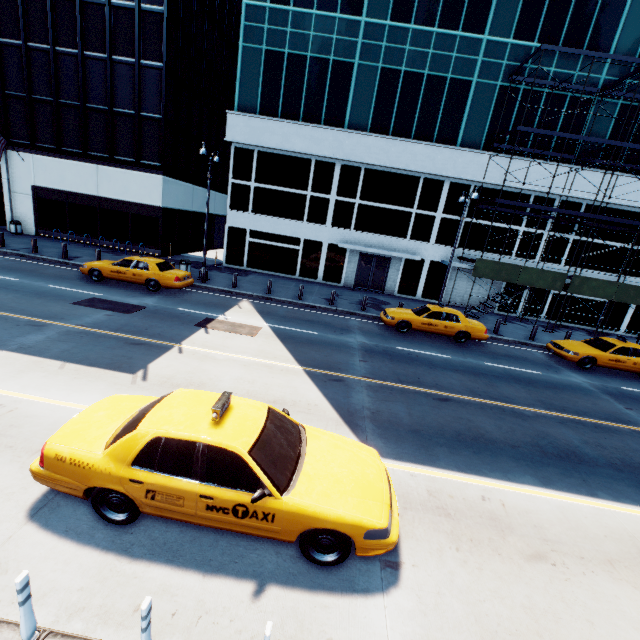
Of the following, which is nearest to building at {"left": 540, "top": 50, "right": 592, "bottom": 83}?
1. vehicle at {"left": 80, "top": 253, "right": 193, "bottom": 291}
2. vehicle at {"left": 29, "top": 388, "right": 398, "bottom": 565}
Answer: vehicle at {"left": 80, "top": 253, "right": 193, "bottom": 291}

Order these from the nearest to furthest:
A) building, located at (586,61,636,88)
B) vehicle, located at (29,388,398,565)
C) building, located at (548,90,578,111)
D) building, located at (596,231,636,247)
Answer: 1. vehicle, located at (29,388,398,565)
2. building, located at (586,61,636,88)
3. building, located at (548,90,578,111)
4. building, located at (596,231,636,247)

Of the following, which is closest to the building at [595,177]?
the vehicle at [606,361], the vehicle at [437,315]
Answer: the vehicle at [437,315]

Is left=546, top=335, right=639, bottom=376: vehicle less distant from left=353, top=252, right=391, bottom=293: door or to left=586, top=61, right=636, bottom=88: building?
left=586, top=61, right=636, bottom=88: building

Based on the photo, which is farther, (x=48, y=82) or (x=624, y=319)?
(x=624, y=319)

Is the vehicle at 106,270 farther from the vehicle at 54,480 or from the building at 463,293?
the vehicle at 54,480

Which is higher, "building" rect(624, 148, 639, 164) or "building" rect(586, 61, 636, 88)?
"building" rect(586, 61, 636, 88)

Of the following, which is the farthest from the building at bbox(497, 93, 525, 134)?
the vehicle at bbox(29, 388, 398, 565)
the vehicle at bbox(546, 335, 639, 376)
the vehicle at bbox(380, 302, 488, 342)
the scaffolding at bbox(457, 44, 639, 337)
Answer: the vehicle at bbox(29, 388, 398, 565)
